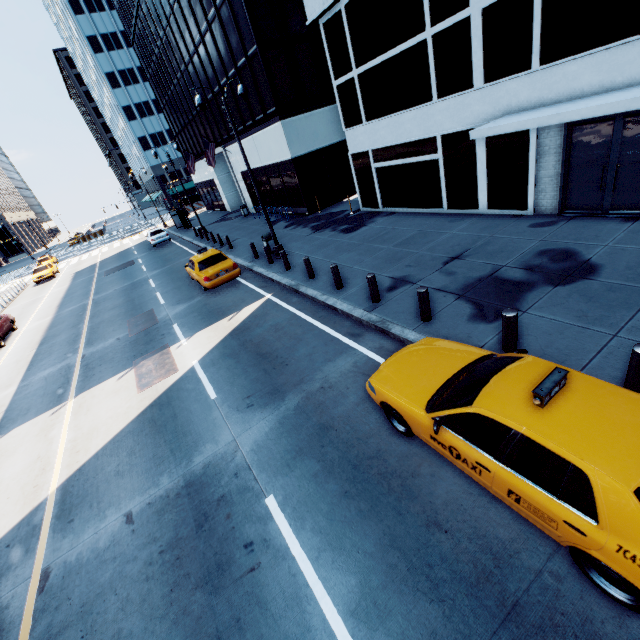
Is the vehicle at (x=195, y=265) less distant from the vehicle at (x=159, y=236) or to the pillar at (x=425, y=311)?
the pillar at (x=425, y=311)

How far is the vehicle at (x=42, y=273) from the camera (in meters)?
33.06

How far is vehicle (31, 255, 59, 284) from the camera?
33.1m

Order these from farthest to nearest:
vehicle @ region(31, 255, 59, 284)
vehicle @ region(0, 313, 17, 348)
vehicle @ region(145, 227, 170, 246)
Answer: vehicle @ region(31, 255, 59, 284) < vehicle @ region(145, 227, 170, 246) < vehicle @ region(0, 313, 17, 348)

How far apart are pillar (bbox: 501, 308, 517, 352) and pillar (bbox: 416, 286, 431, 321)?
1.83m

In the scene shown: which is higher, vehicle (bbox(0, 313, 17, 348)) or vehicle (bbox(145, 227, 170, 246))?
vehicle (bbox(145, 227, 170, 246))

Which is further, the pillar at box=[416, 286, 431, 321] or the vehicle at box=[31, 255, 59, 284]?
the vehicle at box=[31, 255, 59, 284]

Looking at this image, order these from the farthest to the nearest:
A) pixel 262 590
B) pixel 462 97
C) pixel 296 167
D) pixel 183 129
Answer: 1. pixel 183 129
2. pixel 296 167
3. pixel 462 97
4. pixel 262 590
